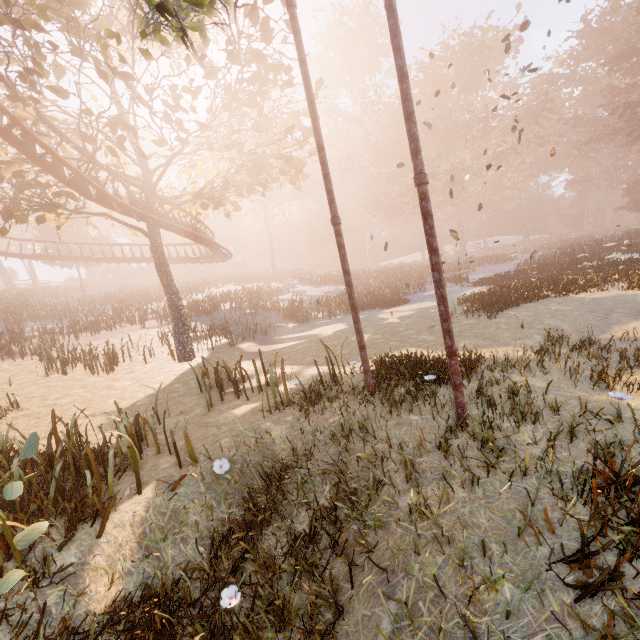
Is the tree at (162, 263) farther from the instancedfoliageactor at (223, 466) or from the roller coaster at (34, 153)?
the instancedfoliageactor at (223, 466)

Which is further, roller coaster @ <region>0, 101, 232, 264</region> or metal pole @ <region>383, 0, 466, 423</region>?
roller coaster @ <region>0, 101, 232, 264</region>

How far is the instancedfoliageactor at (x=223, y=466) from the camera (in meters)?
5.19

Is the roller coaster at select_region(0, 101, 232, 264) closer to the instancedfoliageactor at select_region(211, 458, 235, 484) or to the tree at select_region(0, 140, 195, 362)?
the tree at select_region(0, 140, 195, 362)

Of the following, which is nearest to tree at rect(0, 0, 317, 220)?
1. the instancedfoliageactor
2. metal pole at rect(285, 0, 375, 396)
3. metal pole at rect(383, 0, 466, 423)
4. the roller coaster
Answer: the roller coaster

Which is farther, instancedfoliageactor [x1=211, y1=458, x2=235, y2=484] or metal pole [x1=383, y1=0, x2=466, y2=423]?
instancedfoliageactor [x1=211, y1=458, x2=235, y2=484]

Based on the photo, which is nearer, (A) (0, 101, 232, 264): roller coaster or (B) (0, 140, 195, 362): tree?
(A) (0, 101, 232, 264): roller coaster

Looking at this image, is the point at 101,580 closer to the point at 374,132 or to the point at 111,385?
the point at 111,385
